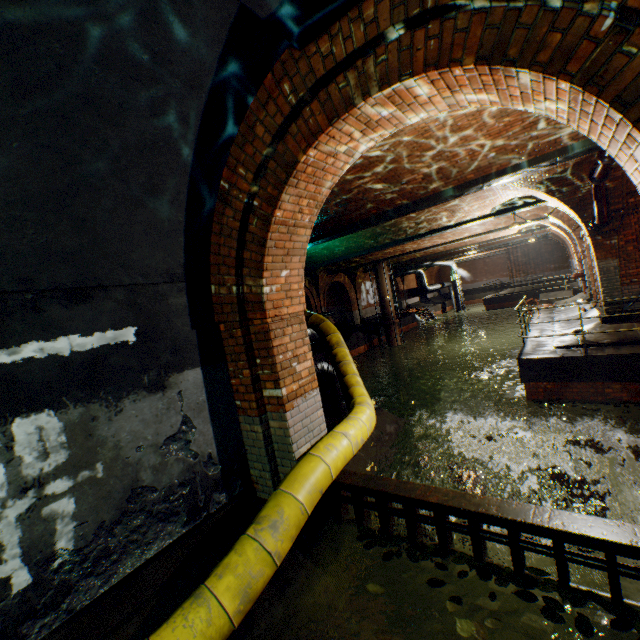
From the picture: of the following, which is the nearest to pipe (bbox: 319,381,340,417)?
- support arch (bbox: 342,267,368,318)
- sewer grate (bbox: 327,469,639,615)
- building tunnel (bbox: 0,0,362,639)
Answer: building tunnel (bbox: 0,0,362,639)

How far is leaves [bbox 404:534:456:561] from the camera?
2.9m

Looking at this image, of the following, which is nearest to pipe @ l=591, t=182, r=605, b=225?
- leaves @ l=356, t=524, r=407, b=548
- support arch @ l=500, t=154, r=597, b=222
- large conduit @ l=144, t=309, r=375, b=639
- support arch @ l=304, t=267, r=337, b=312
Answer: support arch @ l=500, t=154, r=597, b=222

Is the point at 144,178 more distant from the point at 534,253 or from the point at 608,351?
the point at 534,253

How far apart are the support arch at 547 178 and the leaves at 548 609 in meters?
9.0

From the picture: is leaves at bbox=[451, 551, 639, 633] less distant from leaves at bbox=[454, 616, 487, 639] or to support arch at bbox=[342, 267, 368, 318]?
leaves at bbox=[454, 616, 487, 639]

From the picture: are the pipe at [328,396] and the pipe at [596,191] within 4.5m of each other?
no

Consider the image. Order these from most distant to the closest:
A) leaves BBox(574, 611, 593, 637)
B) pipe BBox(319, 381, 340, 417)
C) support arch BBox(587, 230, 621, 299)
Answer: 1. support arch BBox(587, 230, 621, 299)
2. pipe BBox(319, 381, 340, 417)
3. leaves BBox(574, 611, 593, 637)
